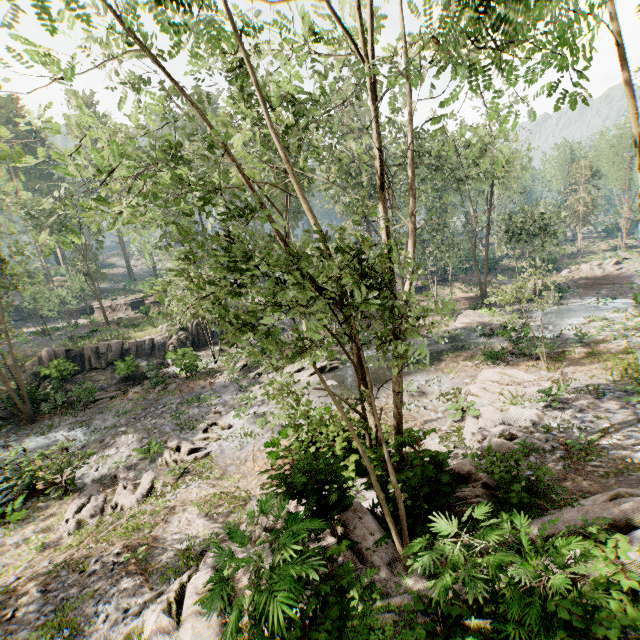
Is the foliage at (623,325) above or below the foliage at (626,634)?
below

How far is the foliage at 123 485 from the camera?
12.3 meters

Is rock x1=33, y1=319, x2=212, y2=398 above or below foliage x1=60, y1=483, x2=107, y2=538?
above

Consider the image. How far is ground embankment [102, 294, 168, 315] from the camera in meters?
A: 46.9 m

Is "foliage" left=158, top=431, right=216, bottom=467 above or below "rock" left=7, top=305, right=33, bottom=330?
below

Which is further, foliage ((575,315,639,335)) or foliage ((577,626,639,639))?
foliage ((575,315,639,335))

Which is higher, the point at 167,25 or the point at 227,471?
the point at 167,25

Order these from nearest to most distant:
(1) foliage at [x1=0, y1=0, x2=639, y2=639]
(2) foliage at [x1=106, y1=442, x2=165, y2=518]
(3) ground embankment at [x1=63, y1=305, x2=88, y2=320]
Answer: (1) foliage at [x1=0, y1=0, x2=639, y2=639] < (2) foliage at [x1=106, y1=442, x2=165, y2=518] < (3) ground embankment at [x1=63, y1=305, x2=88, y2=320]
